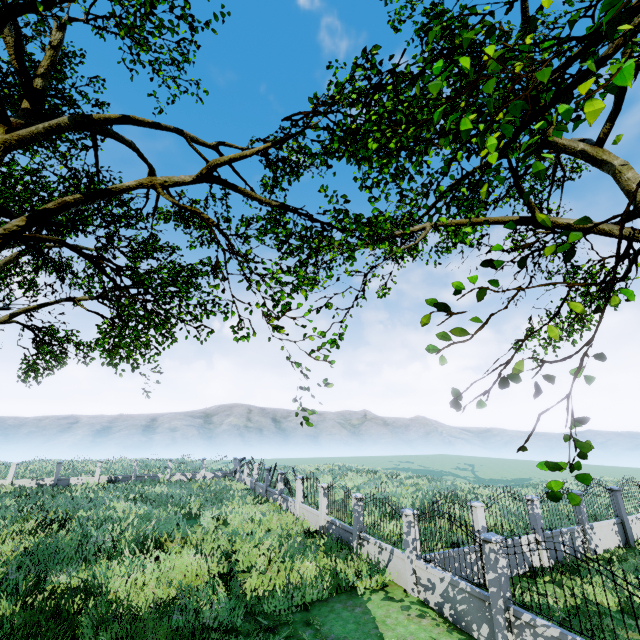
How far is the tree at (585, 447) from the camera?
2.96m

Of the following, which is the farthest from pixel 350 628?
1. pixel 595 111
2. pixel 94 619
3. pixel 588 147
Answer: pixel 588 147

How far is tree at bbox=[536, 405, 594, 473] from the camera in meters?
3.0 m

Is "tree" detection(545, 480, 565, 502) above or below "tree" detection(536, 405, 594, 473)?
below

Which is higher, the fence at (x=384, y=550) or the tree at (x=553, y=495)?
the tree at (x=553, y=495)

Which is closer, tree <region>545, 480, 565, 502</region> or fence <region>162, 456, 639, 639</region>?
tree <region>545, 480, 565, 502</region>
